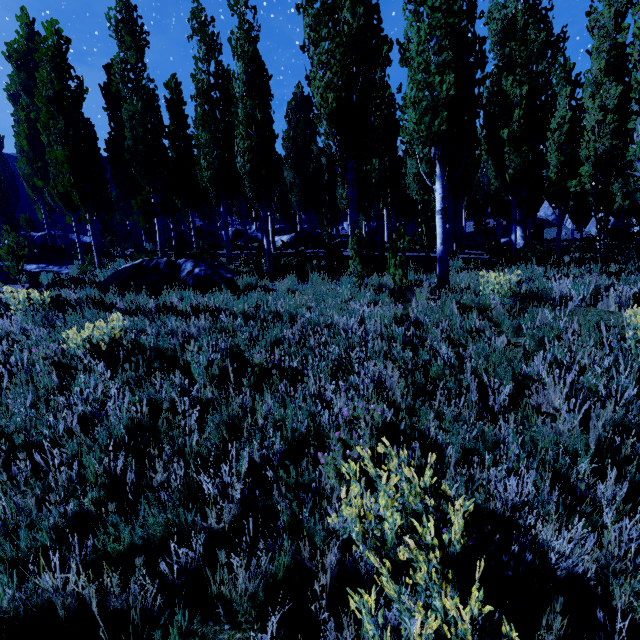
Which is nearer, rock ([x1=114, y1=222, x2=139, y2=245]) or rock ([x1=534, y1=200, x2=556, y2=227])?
rock ([x1=114, y1=222, x2=139, y2=245])

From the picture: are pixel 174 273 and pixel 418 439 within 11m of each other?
yes

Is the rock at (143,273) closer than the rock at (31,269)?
Yes

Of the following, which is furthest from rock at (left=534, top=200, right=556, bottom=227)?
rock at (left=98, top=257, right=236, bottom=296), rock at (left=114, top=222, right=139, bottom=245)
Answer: rock at (left=98, top=257, right=236, bottom=296)

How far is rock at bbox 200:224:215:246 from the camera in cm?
2602

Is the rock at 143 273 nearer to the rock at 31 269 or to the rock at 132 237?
the rock at 31 269

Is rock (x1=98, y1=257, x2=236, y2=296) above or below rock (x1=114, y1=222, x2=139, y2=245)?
below
